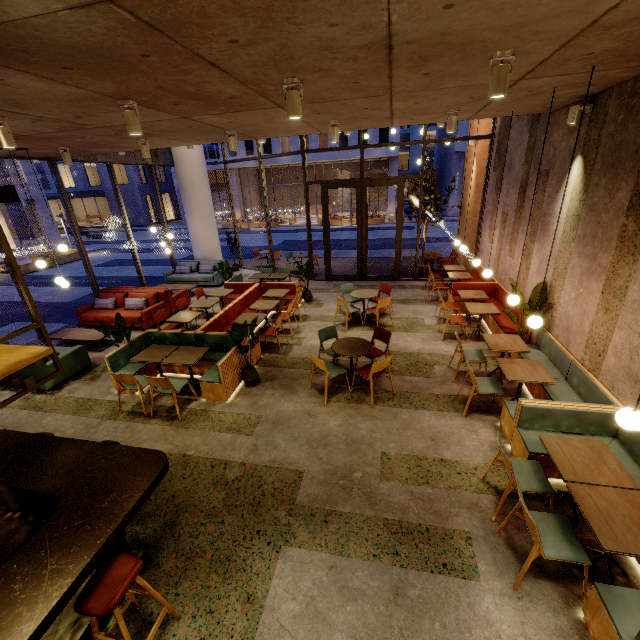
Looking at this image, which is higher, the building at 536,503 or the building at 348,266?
the building at 348,266

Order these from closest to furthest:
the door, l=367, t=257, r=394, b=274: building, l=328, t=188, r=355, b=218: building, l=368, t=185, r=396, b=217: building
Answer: the door → l=367, t=257, r=394, b=274: building → l=368, t=185, r=396, b=217: building → l=328, t=188, r=355, b=218: building

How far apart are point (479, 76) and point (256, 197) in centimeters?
4210cm

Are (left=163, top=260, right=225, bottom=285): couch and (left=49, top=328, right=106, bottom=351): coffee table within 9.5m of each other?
yes

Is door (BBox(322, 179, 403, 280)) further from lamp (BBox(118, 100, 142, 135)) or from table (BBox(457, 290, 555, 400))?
lamp (BBox(118, 100, 142, 135))

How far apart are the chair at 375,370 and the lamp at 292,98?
3.47m

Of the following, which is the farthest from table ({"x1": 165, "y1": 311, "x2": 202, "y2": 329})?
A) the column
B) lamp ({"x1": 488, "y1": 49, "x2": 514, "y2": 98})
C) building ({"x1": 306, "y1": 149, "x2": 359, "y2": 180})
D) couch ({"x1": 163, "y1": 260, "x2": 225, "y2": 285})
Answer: building ({"x1": 306, "y1": 149, "x2": 359, "y2": 180})

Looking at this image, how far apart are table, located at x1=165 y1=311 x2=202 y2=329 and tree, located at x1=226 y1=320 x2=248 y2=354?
2.0m
